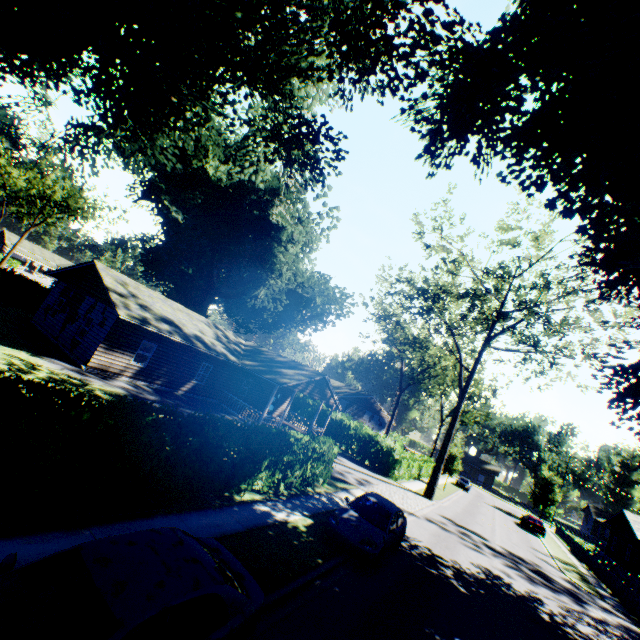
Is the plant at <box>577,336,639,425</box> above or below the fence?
above

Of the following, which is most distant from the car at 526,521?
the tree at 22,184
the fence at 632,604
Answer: the tree at 22,184

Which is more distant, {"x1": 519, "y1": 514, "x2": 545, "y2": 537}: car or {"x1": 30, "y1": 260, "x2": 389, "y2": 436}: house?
{"x1": 519, "y1": 514, "x2": 545, "y2": 537}: car

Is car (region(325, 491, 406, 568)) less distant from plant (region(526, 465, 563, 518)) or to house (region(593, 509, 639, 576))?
house (region(593, 509, 639, 576))

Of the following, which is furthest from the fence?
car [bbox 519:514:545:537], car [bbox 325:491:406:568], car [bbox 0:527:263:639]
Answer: car [bbox 0:527:263:639]

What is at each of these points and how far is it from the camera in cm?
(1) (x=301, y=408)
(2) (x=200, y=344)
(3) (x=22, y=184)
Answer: (1) hedge, 3759
(2) house, 2230
(3) tree, 4931

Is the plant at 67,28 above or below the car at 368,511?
above

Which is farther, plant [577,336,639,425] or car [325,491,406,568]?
plant [577,336,639,425]
